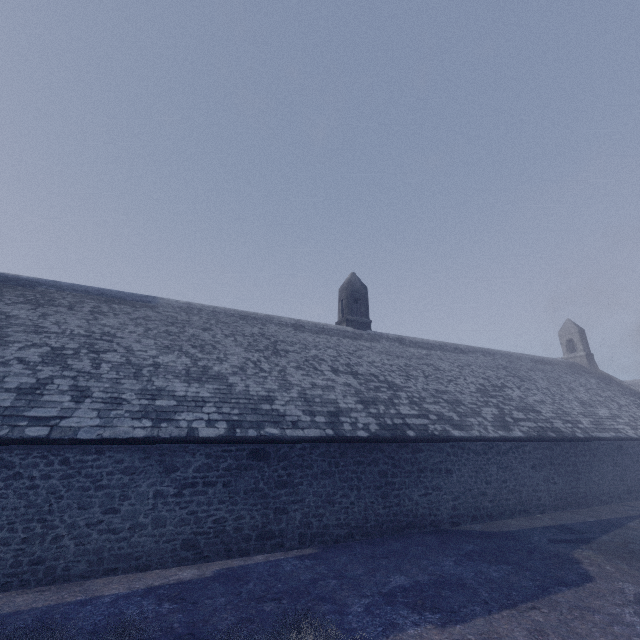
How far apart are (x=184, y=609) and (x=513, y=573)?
7.0m
